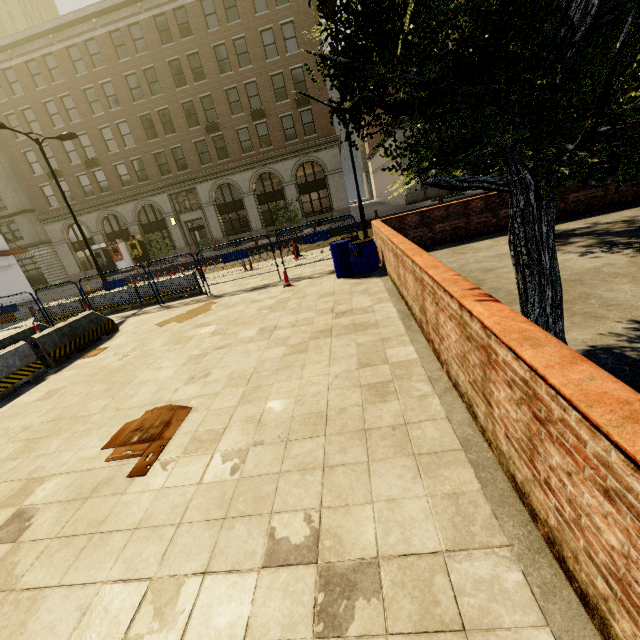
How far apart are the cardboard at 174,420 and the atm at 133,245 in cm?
3120

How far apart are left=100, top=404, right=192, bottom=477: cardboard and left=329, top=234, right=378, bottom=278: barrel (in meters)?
5.92

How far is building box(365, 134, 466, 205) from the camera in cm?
2878

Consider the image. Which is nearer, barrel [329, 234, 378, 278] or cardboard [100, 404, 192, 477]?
cardboard [100, 404, 192, 477]

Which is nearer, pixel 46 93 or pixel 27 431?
pixel 27 431

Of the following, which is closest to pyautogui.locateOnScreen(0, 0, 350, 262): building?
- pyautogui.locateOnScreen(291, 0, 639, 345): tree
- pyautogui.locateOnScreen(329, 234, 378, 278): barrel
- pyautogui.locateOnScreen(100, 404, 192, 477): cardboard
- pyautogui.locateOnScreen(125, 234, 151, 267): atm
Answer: pyautogui.locateOnScreen(125, 234, 151, 267): atm

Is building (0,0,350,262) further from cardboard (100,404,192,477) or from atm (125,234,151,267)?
cardboard (100,404,192,477)

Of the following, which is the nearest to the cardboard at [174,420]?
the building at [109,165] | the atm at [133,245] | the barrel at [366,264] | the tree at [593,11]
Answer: the tree at [593,11]
